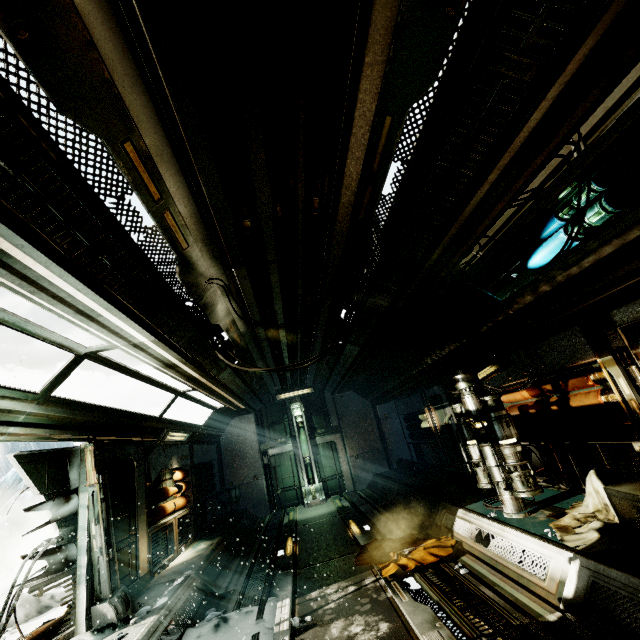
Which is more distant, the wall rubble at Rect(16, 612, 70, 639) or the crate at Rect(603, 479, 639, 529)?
the wall rubble at Rect(16, 612, 70, 639)

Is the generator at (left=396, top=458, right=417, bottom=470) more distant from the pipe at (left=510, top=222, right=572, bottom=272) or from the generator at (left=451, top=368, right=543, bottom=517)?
the pipe at (left=510, top=222, right=572, bottom=272)

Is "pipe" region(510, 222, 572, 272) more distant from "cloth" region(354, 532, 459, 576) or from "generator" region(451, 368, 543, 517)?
"cloth" region(354, 532, 459, 576)

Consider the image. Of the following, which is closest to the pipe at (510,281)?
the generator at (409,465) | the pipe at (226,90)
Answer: the pipe at (226,90)

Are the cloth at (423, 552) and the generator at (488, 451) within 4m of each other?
yes

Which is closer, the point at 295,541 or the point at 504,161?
the point at 504,161

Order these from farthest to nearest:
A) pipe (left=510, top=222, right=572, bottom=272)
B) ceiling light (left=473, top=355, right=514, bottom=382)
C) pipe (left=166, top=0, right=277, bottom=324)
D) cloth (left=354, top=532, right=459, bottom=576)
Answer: ceiling light (left=473, top=355, right=514, bottom=382) < cloth (left=354, top=532, right=459, bottom=576) < pipe (left=510, top=222, right=572, bottom=272) < pipe (left=166, top=0, right=277, bottom=324)

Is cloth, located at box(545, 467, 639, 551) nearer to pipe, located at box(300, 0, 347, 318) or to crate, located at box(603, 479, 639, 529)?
crate, located at box(603, 479, 639, 529)
